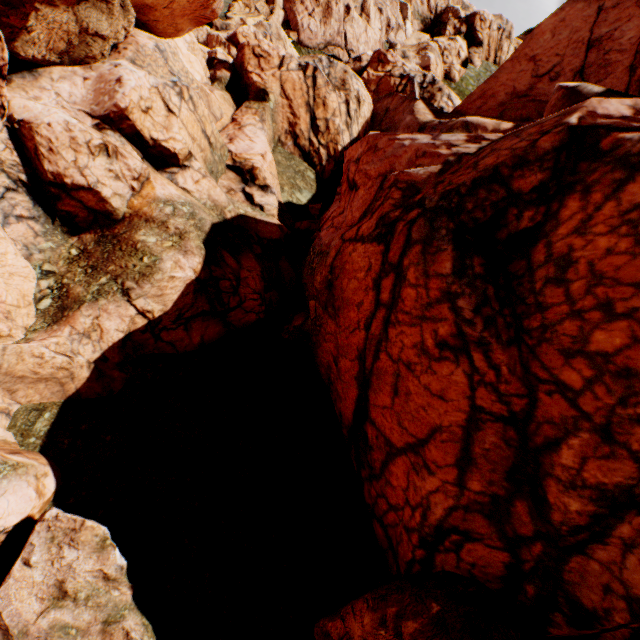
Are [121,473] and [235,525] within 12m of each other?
yes
